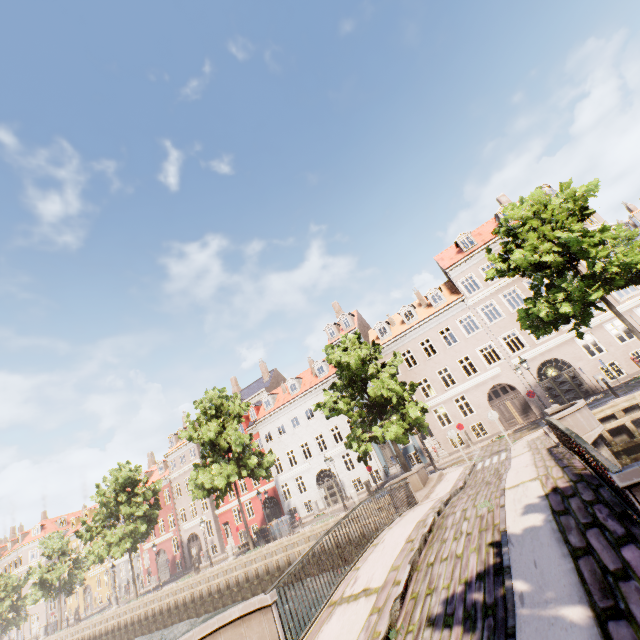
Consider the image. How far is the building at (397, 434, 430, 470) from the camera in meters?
27.5 m

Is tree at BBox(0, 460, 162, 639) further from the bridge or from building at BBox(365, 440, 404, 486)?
building at BBox(365, 440, 404, 486)

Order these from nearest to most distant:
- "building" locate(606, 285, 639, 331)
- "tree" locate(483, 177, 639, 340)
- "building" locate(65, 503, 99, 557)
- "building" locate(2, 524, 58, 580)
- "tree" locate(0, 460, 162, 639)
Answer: "tree" locate(483, 177, 639, 340), "building" locate(606, 285, 639, 331), "tree" locate(0, 460, 162, 639), "building" locate(65, 503, 99, 557), "building" locate(2, 524, 58, 580)

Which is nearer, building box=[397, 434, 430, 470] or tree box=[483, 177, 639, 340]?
tree box=[483, 177, 639, 340]

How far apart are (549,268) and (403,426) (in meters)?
11.35

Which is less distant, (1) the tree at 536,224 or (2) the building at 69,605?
(1) the tree at 536,224

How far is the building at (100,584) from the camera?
43.00m
